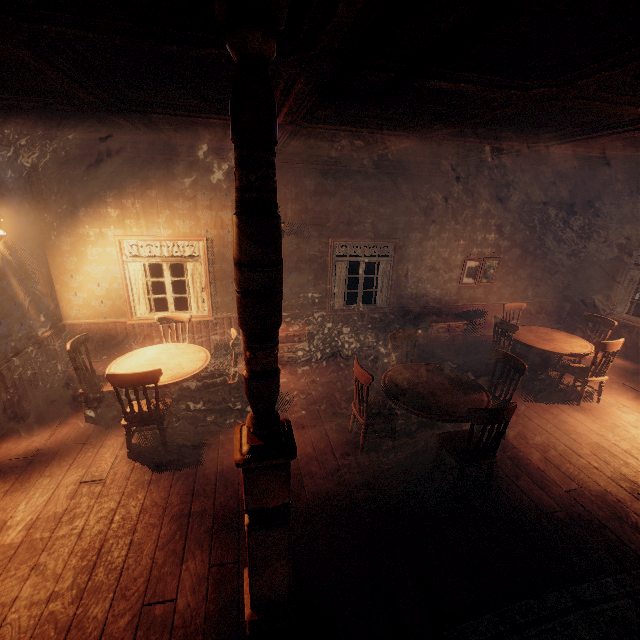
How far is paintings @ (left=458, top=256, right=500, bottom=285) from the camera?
7.6m

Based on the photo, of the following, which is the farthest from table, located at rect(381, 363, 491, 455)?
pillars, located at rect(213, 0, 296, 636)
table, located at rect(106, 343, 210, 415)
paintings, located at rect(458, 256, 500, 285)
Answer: paintings, located at rect(458, 256, 500, 285)

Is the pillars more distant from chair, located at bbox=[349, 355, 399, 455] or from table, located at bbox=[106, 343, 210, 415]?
table, located at bbox=[106, 343, 210, 415]

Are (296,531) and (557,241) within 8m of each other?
no

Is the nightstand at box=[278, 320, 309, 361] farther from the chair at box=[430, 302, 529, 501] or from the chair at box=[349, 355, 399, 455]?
the chair at box=[430, 302, 529, 501]

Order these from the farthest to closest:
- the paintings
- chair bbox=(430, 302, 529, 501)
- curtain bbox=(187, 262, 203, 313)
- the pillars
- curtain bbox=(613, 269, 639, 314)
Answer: the paintings
curtain bbox=(613, 269, 639, 314)
curtain bbox=(187, 262, 203, 313)
chair bbox=(430, 302, 529, 501)
the pillars

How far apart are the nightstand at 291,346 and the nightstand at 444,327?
2.7 meters

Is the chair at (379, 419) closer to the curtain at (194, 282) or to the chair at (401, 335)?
the chair at (401, 335)
